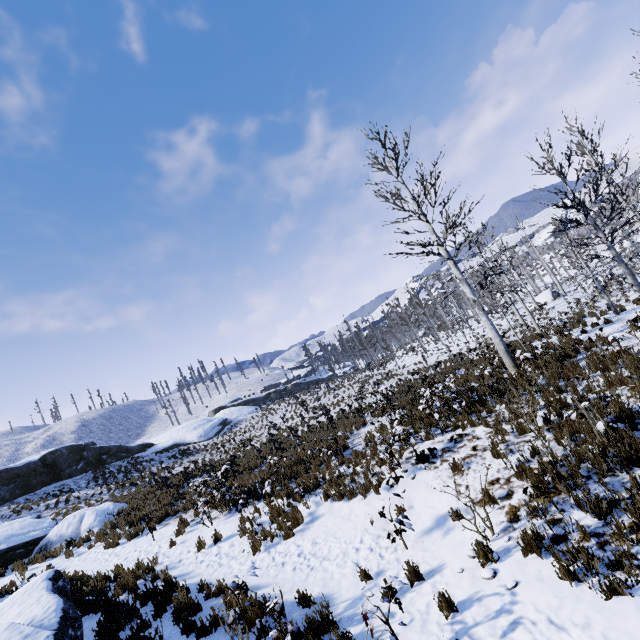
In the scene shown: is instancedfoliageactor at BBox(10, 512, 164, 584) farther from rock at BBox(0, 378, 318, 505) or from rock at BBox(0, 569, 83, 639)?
rock at BBox(0, 378, 318, 505)

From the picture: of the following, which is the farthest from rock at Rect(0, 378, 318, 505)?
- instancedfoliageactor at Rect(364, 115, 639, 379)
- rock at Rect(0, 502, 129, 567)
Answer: instancedfoliageactor at Rect(364, 115, 639, 379)

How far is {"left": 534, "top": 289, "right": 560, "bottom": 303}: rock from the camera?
38.9 meters

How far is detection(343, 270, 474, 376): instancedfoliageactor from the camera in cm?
2214

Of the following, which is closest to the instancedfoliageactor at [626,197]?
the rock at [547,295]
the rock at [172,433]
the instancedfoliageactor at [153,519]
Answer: the rock at [547,295]

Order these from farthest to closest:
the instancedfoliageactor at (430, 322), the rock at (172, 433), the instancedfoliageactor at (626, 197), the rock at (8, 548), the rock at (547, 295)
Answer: the rock at (547, 295)
the rock at (172, 433)
the instancedfoliageactor at (430, 322)
the rock at (8, 548)
the instancedfoliageactor at (626, 197)

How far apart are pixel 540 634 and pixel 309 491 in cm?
731

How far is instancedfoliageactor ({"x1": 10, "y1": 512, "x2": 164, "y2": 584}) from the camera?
12.6 meters
